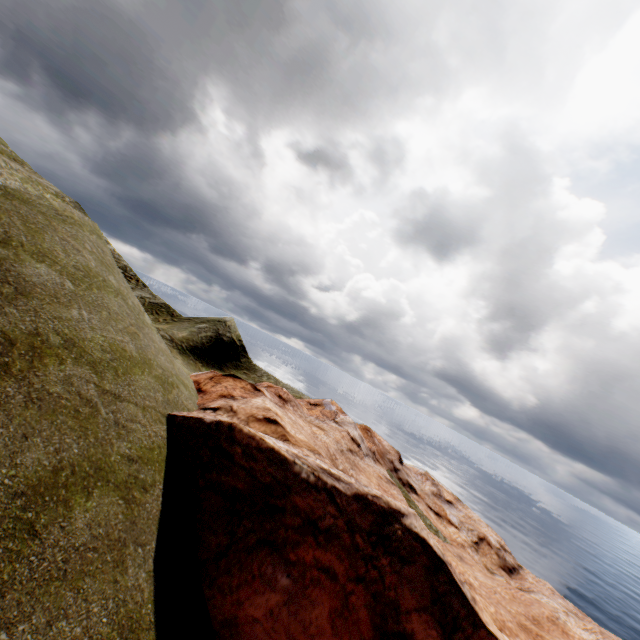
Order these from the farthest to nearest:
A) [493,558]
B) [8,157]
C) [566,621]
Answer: [8,157] → [493,558] → [566,621]
